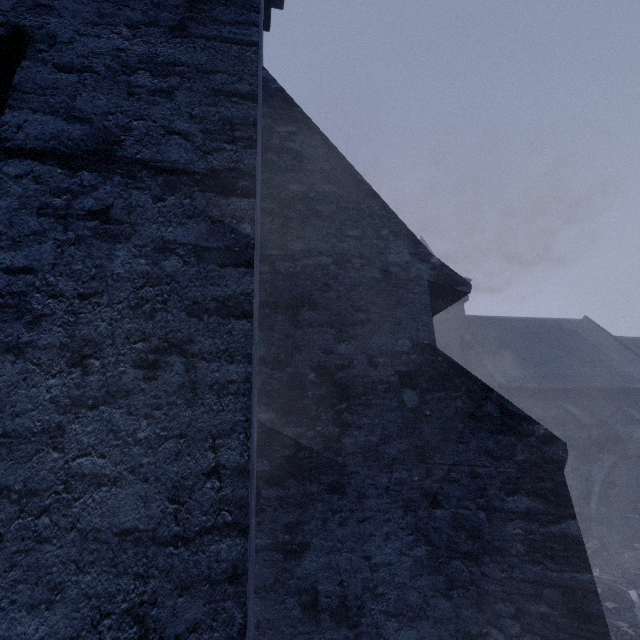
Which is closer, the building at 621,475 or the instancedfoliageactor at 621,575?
the instancedfoliageactor at 621,575

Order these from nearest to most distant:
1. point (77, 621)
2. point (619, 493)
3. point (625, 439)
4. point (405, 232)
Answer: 1. point (77, 621)
2. point (405, 232)
3. point (625, 439)
4. point (619, 493)

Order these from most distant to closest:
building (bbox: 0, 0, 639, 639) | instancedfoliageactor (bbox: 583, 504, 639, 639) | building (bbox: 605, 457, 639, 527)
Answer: building (bbox: 605, 457, 639, 527)
instancedfoliageactor (bbox: 583, 504, 639, 639)
building (bbox: 0, 0, 639, 639)

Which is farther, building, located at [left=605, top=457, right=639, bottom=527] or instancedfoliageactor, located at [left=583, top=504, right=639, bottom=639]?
building, located at [left=605, top=457, right=639, bottom=527]

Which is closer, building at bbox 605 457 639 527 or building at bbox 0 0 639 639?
building at bbox 0 0 639 639

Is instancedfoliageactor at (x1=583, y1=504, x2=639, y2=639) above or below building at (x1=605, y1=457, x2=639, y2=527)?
below
